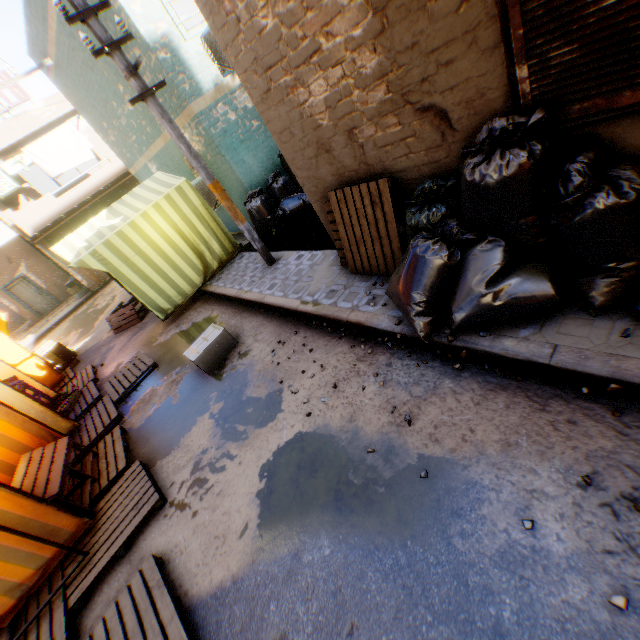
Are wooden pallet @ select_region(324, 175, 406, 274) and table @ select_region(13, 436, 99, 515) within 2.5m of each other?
no

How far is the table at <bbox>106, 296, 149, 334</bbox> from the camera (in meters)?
9.44

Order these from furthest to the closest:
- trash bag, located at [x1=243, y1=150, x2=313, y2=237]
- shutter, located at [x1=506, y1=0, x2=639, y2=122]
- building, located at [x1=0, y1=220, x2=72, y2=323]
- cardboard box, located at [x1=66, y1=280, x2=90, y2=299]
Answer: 1. building, located at [x1=0, y1=220, x2=72, y2=323]
2. cardboard box, located at [x1=66, y1=280, x2=90, y2=299]
3. trash bag, located at [x1=243, y1=150, x2=313, y2=237]
4. shutter, located at [x1=506, y1=0, x2=639, y2=122]

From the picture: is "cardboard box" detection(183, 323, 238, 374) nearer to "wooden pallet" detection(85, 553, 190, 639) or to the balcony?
"wooden pallet" detection(85, 553, 190, 639)

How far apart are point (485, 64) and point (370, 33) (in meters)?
1.04

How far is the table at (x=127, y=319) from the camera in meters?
Result: 9.4 m

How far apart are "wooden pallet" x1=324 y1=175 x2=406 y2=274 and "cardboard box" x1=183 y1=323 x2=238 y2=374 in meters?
2.2

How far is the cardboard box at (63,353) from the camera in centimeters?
991cm
